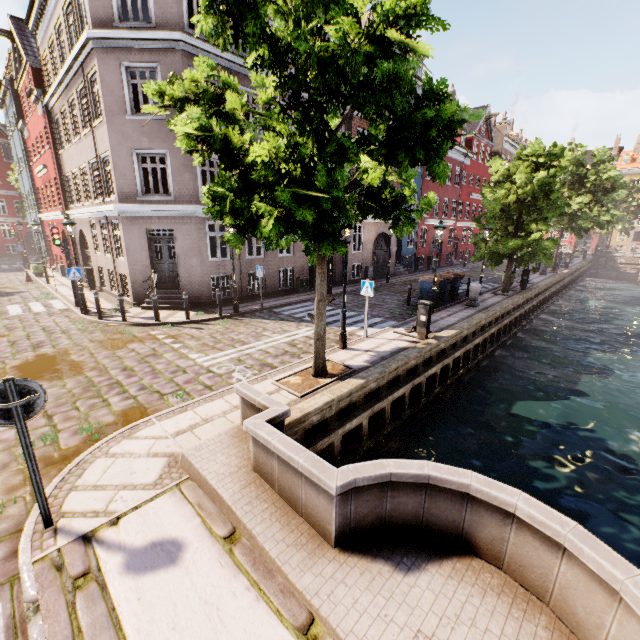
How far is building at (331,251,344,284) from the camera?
20.9m

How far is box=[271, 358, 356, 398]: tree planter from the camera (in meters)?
7.23

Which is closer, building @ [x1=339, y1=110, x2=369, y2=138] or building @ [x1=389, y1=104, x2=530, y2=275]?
building @ [x1=339, y1=110, x2=369, y2=138]

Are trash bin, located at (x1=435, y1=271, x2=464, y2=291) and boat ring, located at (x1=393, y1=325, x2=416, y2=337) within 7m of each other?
yes

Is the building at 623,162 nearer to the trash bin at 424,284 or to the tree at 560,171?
the tree at 560,171

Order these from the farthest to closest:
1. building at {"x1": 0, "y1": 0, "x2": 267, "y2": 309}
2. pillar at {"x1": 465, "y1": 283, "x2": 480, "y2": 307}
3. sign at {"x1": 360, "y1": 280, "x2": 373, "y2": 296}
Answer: pillar at {"x1": 465, "y1": 283, "x2": 480, "y2": 307}
building at {"x1": 0, "y1": 0, "x2": 267, "y2": 309}
sign at {"x1": 360, "y1": 280, "x2": 373, "y2": 296}

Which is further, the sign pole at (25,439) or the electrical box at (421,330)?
the electrical box at (421,330)

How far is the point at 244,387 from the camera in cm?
530
